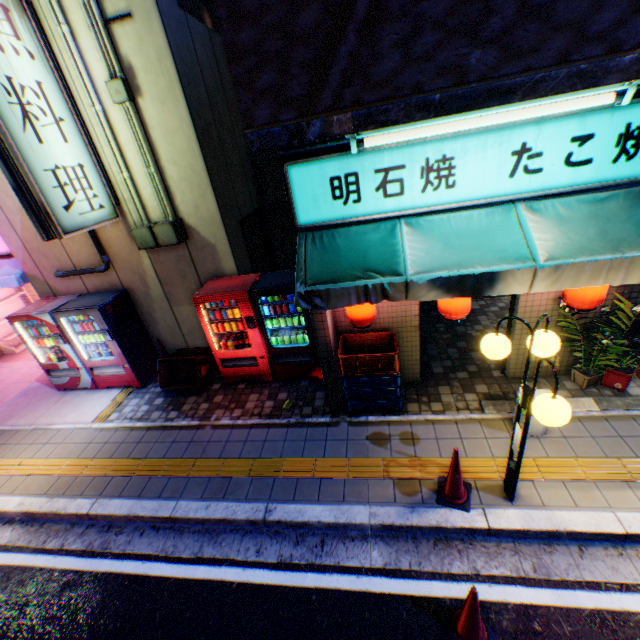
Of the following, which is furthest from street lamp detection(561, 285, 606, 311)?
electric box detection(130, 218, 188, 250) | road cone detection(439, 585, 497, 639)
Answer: electric box detection(130, 218, 188, 250)

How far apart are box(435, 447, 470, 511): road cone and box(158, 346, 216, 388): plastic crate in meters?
4.8

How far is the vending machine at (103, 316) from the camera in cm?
659

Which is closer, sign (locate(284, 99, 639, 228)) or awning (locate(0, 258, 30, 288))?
sign (locate(284, 99, 639, 228))

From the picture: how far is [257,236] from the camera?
8.14m

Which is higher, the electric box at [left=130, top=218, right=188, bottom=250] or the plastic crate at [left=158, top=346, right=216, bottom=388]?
the electric box at [left=130, top=218, right=188, bottom=250]

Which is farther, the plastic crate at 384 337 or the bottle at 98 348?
the bottle at 98 348

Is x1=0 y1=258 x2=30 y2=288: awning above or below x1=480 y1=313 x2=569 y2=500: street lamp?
above
